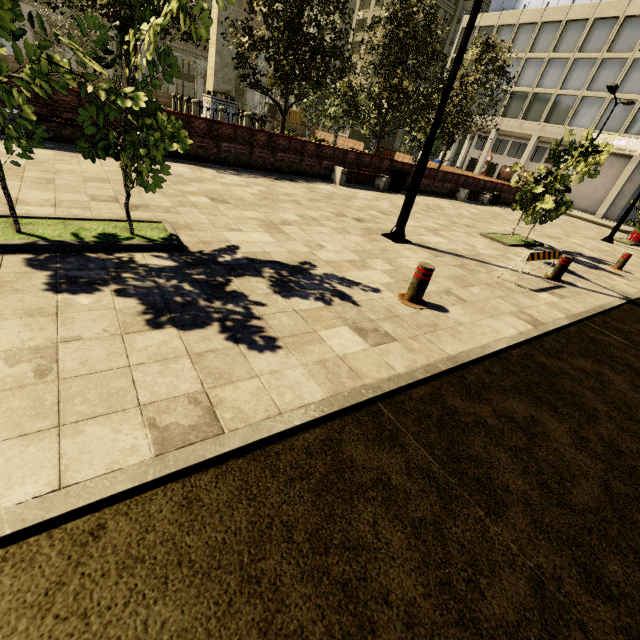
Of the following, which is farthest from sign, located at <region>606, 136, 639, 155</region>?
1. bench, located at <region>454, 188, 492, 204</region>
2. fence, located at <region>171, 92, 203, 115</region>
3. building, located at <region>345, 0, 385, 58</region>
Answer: fence, located at <region>171, 92, 203, 115</region>

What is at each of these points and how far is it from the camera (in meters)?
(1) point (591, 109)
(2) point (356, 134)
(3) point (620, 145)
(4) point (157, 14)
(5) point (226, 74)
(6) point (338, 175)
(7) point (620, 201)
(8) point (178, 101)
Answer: (1) building, 31.42
(2) building, 56.38
(3) sign, 29.91
(4) tree, 3.15
(5) obelisk, 21.33
(6) bench, 12.34
(7) building, 33.94
(8) fence, 22.00

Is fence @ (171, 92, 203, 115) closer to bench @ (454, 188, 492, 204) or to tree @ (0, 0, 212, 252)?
tree @ (0, 0, 212, 252)

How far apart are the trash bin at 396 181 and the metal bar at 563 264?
8.4m

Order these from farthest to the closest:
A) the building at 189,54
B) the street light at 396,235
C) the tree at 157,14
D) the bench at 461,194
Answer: the building at 189,54, the bench at 461,194, the street light at 396,235, the tree at 157,14

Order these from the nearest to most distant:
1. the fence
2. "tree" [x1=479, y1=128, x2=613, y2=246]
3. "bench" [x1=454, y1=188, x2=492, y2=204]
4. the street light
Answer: the street light
"tree" [x1=479, y1=128, x2=613, y2=246]
"bench" [x1=454, y1=188, x2=492, y2=204]
the fence

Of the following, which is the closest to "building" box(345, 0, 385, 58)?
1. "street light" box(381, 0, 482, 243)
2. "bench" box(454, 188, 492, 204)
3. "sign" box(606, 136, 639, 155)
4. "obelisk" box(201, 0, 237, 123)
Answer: "sign" box(606, 136, 639, 155)

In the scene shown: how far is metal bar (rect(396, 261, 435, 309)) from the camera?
4.18m
